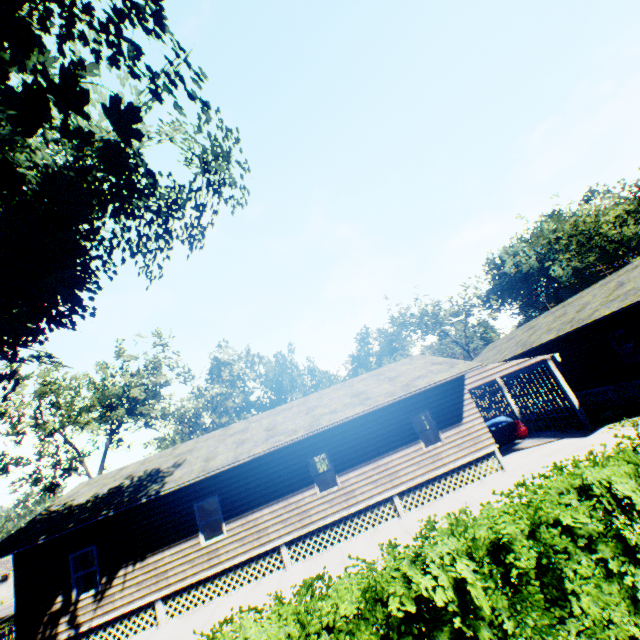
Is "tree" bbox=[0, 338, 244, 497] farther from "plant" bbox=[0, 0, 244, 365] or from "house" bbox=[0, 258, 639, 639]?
"house" bbox=[0, 258, 639, 639]

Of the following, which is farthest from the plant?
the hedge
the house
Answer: the house

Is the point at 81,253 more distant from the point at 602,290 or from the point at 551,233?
the point at 551,233

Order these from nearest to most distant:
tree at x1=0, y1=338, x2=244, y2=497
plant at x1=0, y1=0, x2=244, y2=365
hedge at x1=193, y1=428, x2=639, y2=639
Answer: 1. hedge at x1=193, y1=428, x2=639, y2=639
2. plant at x1=0, y1=0, x2=244, y2=365
3. tree at x1=0, y1=338, x2=244, y2=497

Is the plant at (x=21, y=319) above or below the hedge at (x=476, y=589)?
above

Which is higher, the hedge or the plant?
the plant

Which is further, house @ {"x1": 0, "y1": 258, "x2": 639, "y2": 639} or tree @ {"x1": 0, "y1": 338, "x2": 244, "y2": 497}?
tree @ {"x1": 0, "y1": 338, "x2": 244, "y2": 497}

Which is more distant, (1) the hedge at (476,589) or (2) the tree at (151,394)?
(2) the tree at (151,394)
